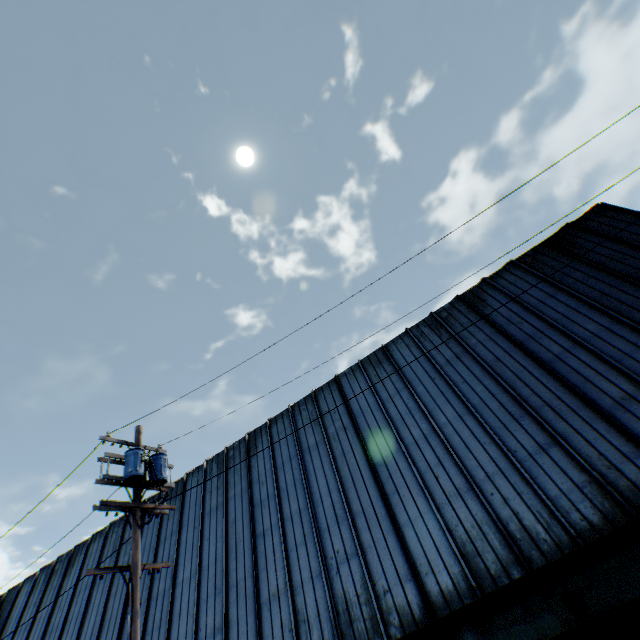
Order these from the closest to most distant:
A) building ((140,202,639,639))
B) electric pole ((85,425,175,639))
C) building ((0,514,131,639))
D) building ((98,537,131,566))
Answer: electric pole ((85,425,175,639))
building ((140,202,639,639))
building ((0,514,131,639))
building ((98,537,131,566))

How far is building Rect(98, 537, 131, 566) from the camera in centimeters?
1612cm

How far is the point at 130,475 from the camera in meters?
8.8 m

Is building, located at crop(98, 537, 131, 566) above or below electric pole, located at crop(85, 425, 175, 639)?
above

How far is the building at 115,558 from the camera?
16.12m

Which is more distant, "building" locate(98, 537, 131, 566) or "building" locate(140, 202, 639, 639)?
"building" locate(98, 537, 131, 566)

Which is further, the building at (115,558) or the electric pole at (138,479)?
the building at (115,558)

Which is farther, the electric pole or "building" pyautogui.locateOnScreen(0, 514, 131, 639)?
"building" pyautogui.locateOnScreen(0, 514, 131, 639)
